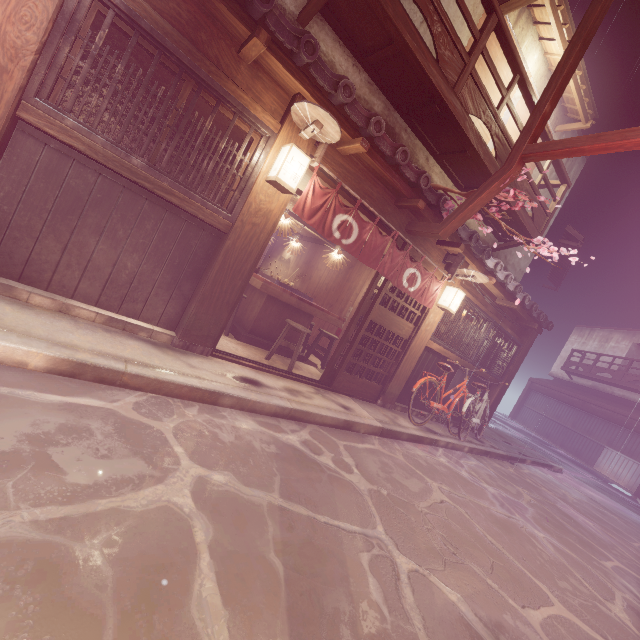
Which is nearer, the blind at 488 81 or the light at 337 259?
the blind at 488 81

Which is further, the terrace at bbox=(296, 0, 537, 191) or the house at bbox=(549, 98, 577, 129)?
the house at bbox=(549, 98, 577, 129)

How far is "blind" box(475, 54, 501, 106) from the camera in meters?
11.2 m

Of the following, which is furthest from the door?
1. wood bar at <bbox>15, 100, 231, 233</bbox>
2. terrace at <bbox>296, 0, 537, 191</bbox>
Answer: wood bar at <bbox>15, 100, 231, 233</bbox>

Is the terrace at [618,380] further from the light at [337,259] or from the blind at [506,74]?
the light at [337,259]

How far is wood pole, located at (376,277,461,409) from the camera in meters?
11.1

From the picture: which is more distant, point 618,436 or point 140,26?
point 618,436

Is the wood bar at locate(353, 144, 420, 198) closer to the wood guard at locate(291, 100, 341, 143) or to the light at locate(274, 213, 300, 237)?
the wood guard at locate(291, 100, 341, 143)
